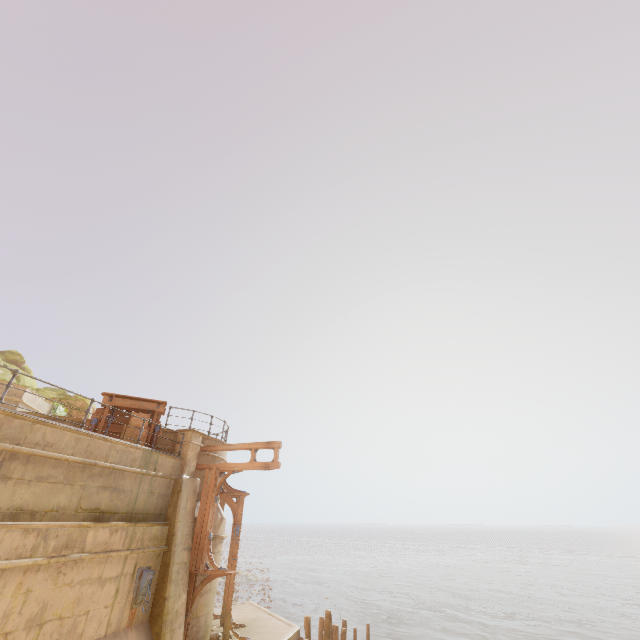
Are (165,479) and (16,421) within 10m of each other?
yes

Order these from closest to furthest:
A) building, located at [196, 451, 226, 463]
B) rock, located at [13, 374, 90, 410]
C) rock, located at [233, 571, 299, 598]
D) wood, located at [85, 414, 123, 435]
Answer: wood, located at [85, 414, 123, 435], building, located at [196, 451, 226, 463], rock, located at [13, 374, 90, 410], rock, located at [233, 571, 299, 598]

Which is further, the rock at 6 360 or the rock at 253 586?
the rock at 253 586

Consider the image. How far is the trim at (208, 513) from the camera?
11.46m

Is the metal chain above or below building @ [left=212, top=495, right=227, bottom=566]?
below

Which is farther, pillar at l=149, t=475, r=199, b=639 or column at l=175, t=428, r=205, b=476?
column at l=175, t=428, r=205, b=476

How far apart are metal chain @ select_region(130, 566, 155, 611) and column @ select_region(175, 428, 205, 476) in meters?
2.7

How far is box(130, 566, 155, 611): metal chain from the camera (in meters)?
9.32
